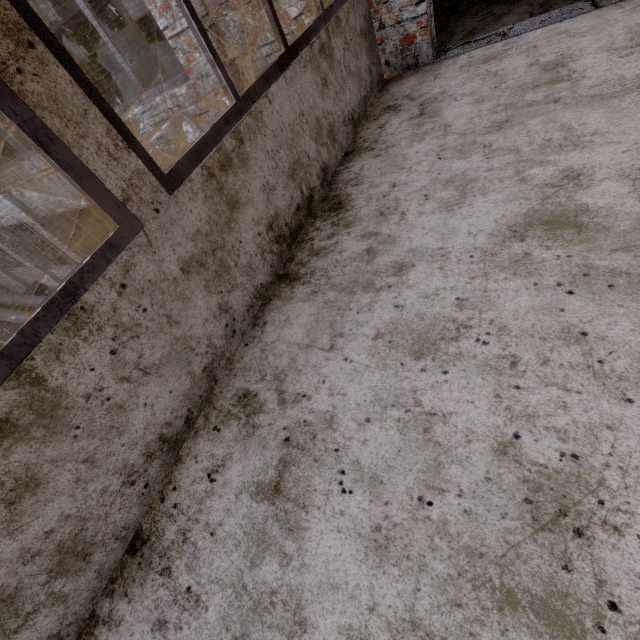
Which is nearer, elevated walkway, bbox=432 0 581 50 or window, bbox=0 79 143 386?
window, bbox=0 79 143 386

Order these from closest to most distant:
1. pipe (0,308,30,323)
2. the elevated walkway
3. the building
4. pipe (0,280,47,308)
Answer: the building
the elevated walkway
pipe (0,308,30,323)
pipe (0,280,47,308)

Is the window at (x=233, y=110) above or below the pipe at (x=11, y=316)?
above

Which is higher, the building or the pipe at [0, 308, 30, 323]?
the building

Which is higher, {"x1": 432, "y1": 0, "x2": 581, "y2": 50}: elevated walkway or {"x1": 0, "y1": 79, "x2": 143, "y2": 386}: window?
{"x1": 0, "y1": 79, "x2": 143, "y2": 386}: window

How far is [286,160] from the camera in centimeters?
218cm

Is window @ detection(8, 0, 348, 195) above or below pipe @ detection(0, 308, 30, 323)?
above

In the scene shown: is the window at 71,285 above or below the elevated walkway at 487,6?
above
